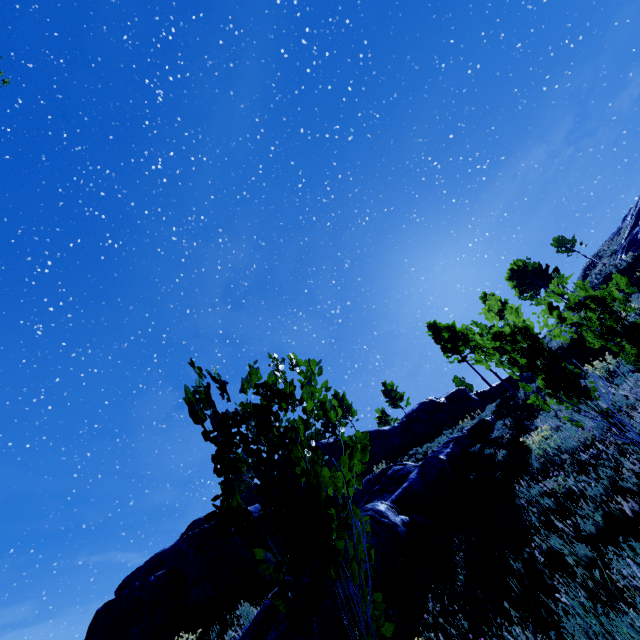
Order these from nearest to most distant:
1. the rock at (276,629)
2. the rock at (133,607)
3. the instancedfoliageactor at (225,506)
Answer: the instancedfoliageactor at (225,506)
the rock at (276,629)
the rock at (133,607)

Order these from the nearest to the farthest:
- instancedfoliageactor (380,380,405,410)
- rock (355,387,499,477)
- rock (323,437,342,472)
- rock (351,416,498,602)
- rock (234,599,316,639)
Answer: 1. rock (234,599,316,639)
2. rock (351,416,498,602)
3. rock (323,437,342,472)
4. rock (355,387,499,477)
5. instancedfoliageactor (380,380,405,410)

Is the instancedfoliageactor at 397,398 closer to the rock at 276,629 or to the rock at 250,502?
the rock at 250,502

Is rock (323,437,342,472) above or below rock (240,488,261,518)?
above

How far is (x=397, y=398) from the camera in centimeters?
4206cm

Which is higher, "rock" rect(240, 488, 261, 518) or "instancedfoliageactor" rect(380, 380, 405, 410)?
"instancedfoliageactor" rect(380, 380, 405, 410)

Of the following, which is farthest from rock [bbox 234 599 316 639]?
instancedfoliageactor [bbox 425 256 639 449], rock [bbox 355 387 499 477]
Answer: rock [bbox 355 387 499 477]

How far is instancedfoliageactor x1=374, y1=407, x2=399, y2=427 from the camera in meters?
39.4
